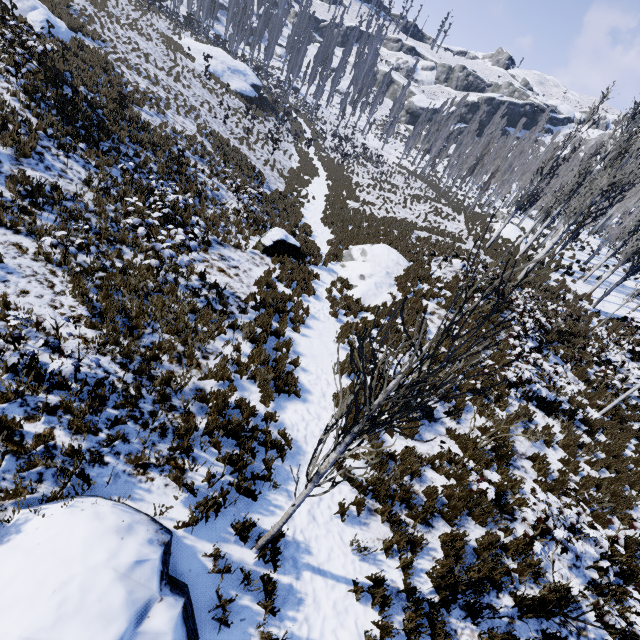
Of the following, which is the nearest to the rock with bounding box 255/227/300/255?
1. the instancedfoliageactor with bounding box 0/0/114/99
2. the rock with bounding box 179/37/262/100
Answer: the instancedfoliageactor with bounding box 0/0/114/99

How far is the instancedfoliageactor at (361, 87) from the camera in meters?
53.8 m

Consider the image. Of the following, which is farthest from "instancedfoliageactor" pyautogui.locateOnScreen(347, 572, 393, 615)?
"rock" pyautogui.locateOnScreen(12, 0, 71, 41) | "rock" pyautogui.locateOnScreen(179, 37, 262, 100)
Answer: "rock" pyautogui.locateOnScreen(12, 0, 71, 41)

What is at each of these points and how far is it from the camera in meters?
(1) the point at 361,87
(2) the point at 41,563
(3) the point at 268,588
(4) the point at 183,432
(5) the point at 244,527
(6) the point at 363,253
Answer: (1) instancedfoliageactor, 59.6
(2) rock, 3.2
(3) instancedfoliageactor, 4.2
(4) instancedfoliageactor, 5.2
(5) instancedfoliageactor, 4.6
(6) rock, 14.7

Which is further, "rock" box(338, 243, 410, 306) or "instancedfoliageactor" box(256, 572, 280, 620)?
"rock" box(338, 243, 410, 306)

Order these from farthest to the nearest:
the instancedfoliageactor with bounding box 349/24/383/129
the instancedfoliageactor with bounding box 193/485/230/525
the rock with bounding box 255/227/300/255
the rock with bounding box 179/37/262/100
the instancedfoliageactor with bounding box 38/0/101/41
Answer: the instancedfoliageactor with bounding box 349/24/383/129 → the rock with bounding box 179/37/262/100 → the instancedfoliageactor with bounding box 38/0/101/41 → the rock with bounding box 255/227/300/255 → the instancedfoliageactor with bounding box 193/485/230/525

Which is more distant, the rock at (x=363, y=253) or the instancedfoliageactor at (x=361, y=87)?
the instancedfoliageactor at (x=361, y=87)
